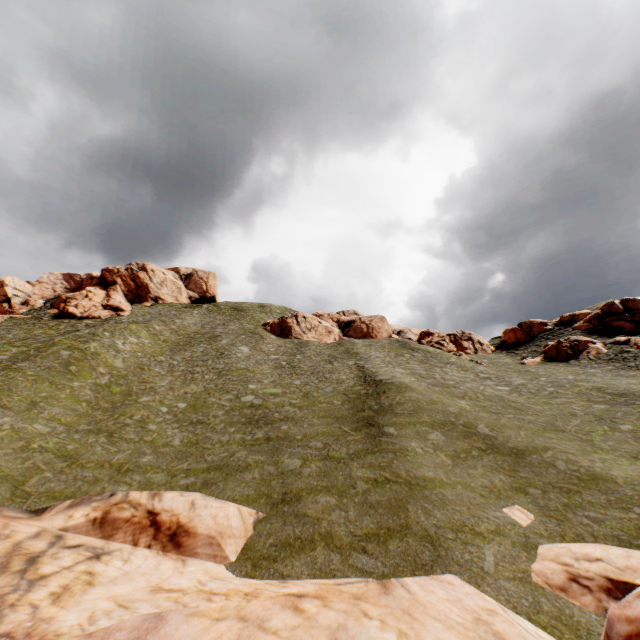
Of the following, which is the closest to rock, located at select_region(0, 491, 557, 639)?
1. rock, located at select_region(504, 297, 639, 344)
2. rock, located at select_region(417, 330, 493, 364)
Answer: rock, located at select_region(504, 297, 639, 344)

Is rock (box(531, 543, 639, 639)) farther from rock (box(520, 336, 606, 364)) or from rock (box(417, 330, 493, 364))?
rock (box(417, 330, 493, 364))

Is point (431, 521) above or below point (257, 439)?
below

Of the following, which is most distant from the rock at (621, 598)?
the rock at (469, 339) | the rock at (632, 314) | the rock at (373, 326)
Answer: the rock at (469, 339)

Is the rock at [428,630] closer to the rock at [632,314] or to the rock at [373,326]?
the rock at [632,314]

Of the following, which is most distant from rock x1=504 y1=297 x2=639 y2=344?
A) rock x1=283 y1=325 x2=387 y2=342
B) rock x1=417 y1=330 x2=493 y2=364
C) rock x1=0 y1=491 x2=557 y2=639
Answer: rock x1=0 y1=491 x2=557 y2=639

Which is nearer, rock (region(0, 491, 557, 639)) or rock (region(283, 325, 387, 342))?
rock (region(0, 491, 557, 639))

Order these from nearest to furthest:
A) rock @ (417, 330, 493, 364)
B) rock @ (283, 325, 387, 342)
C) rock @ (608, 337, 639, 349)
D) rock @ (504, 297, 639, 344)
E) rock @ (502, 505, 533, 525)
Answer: rock @ (502, 505, 533, 525) → rock @ (608, 337, 639, 349) → rock @ (504, 297, 639, 344) → rock @ (417, 330, 493, 364) → rock @ (283, 325, 387, 342)
